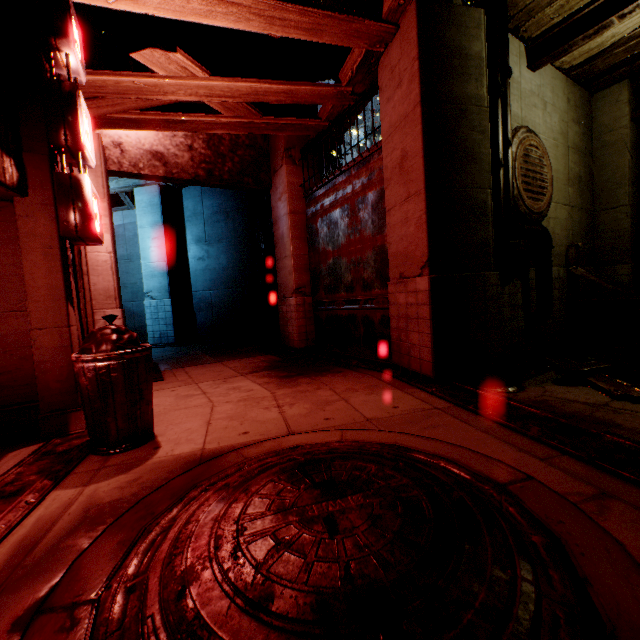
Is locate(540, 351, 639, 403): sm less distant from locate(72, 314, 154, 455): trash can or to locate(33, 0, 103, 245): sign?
locate(72, 314, 154, 455): trash can

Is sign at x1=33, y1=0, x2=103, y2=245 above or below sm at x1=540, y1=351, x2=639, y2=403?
above

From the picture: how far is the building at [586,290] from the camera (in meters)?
7.49

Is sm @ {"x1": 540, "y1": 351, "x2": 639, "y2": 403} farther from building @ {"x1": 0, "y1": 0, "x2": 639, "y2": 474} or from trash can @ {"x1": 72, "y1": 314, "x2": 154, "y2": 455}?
trash can @ {"x1": 72, "y1": 314, "x2": 154, "y2": 455}

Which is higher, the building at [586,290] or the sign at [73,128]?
the sign at [73,128]

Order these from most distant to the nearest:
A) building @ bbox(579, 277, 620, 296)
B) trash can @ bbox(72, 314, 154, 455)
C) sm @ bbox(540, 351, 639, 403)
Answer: building @ bbox(579, 277, 620, 296) < sm @ bbox(540, 351, 639, 403) < trash can @ bbox(72, 314, 154, 455)

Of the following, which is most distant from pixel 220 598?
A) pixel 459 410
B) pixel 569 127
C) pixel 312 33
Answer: pixel 569 127

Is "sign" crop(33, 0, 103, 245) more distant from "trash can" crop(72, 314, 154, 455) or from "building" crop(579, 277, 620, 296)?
"trash can" crop(72, 314, 154, 455)
